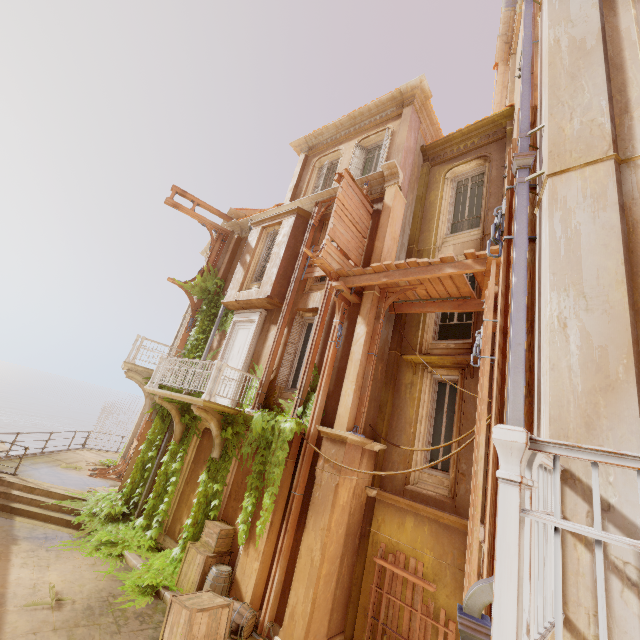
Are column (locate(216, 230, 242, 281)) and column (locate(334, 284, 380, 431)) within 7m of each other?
no

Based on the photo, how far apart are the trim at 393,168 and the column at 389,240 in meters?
0.0

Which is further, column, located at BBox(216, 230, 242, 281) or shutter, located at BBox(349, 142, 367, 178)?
column, located at BBox(216, 230, 242, 281)

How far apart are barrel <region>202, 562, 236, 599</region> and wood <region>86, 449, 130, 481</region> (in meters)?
8.84

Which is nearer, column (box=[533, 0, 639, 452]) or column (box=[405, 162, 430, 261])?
column (box=[533, 0, 639, 452])

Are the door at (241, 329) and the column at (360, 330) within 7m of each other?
yes

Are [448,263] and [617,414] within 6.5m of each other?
yes

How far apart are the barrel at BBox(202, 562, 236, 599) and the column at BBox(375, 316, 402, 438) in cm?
467
